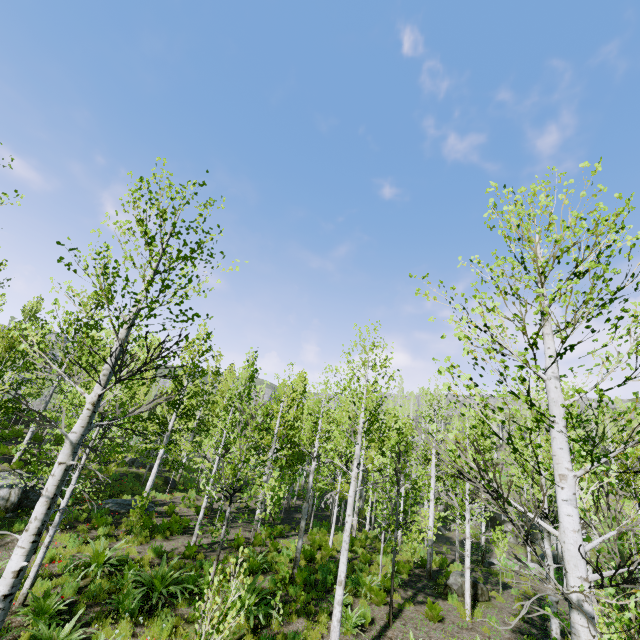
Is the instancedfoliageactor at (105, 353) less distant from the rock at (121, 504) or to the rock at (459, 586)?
the rock at (121, 504)

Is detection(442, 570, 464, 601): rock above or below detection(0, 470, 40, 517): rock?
above

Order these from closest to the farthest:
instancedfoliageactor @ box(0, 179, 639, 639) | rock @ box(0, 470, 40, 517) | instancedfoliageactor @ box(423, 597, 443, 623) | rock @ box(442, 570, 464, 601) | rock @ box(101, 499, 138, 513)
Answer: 1. instancedfoliageactor @ box(0, 179, 639, 639)
2. instancedfoliageactor @ box(423, 597, 443, 623)
3. rock @ box(442, 570, 464, 601)
4. rock @ box(0, 470, 40, 517)
5. rock @ box(101, 499, 138, 513)

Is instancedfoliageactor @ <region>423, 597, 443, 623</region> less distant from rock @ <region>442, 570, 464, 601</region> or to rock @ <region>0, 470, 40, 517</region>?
rock @ <region>0, 470, 40, 517</region>

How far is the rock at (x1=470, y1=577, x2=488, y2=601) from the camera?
12.5m

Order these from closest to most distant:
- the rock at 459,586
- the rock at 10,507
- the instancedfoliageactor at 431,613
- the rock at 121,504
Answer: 1. the instancedfoliageactor at 431,613
2. the rock at 459,586
3. the rock at 10,507
4. the rock at 121,504

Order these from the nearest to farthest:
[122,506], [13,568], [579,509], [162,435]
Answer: [13,568] → [579,509] → [122,506] → [162,435]
